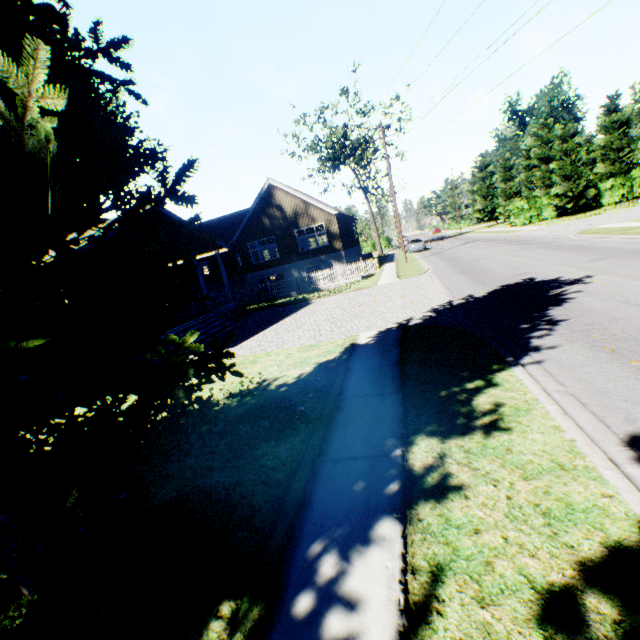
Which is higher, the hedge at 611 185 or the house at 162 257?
the house at 162 257

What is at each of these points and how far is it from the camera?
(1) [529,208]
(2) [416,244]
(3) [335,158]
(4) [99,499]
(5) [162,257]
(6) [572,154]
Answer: (1) hedge, 39.2m
(2) car, 38.5m
(3) tree, 45.7m
(4) plant, 2.8m
(5) house, 16.0m
(6) tree, 33.9m

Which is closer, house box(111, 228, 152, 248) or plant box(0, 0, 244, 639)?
plant box(0, 0, 244, 639)

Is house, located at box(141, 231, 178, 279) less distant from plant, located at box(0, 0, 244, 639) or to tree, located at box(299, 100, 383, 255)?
plant, located at box(0, 0, 244, 639)

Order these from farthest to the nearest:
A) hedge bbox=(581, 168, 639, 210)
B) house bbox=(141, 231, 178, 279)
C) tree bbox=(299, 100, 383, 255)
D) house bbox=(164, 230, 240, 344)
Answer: tree bbox=(299, 100, 383, 255) < hedge bbox=(581, 168, 639, 210) < house bbox=(164, 230, 240, 344) < house bbox=(141, 231, 178, 279)

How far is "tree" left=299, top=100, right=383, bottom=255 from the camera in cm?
4144

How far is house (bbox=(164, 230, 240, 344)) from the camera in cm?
1551

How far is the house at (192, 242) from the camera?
15.5m
